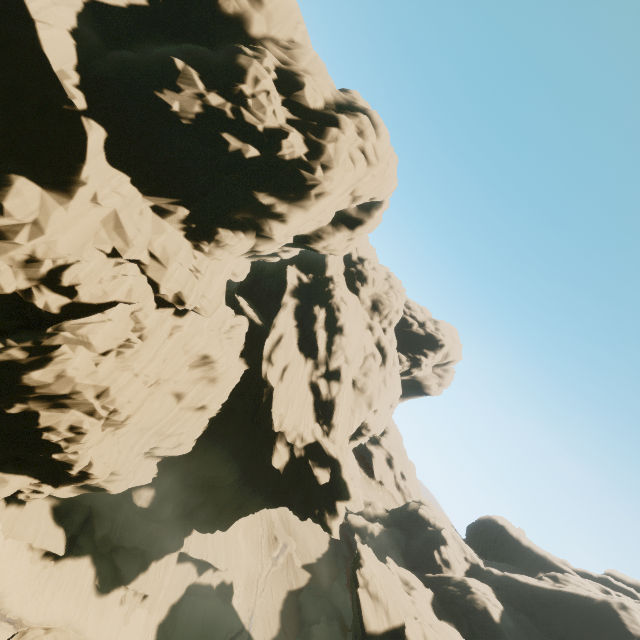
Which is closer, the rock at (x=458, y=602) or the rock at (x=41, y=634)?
the rock at (x=41, y=634)

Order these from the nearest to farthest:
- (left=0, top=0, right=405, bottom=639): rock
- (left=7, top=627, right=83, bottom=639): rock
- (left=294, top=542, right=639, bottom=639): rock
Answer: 1. (left=7, top=627, right=83, bottom=639): rock
2. (left=0, top=0, right=405, bottom=639): rock
3. (left=294, top=542, right=639, bottom=639): rock

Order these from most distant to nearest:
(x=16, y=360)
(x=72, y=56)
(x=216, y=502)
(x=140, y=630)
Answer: (x=216, y=502), (x=140, y=630), (x=72, y=56), (x=16, y=360)

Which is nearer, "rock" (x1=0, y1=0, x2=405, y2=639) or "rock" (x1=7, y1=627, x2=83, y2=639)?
"rock" (x1=7, y1=627, x2=83, y2=639)
